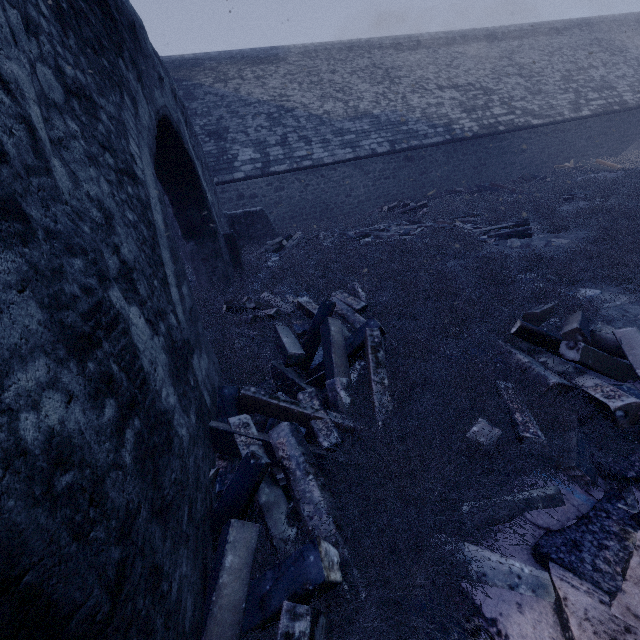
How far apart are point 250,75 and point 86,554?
20.63m

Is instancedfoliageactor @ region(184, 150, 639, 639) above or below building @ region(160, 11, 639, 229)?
below

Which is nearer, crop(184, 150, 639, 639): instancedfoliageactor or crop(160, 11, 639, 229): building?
crop(184, 150, 639, 639): instancedfoliageactor

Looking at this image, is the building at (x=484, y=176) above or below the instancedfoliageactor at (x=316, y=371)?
above

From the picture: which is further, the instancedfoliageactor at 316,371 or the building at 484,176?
the building at 484,176
